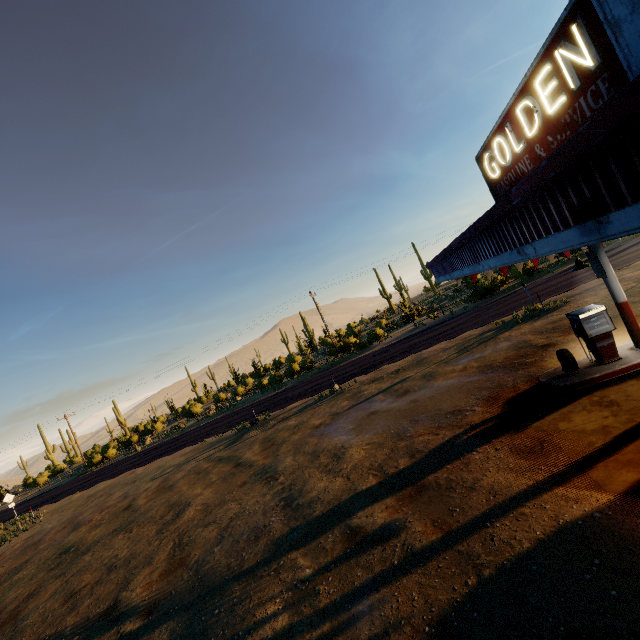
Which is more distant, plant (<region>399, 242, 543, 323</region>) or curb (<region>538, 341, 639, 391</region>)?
plant (<region>399, 242, 543, 323</region>)

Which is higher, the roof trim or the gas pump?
the roof trim

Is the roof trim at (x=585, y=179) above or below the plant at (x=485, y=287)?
above

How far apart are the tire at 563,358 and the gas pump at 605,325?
0.31m

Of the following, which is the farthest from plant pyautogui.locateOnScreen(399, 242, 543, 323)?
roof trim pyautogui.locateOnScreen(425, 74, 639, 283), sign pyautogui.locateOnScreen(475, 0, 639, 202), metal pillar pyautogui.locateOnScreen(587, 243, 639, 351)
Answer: sign pyautogui.locateOnScreen(475, 0, 639, 202)

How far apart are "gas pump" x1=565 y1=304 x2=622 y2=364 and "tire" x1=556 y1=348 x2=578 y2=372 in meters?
0.3 m

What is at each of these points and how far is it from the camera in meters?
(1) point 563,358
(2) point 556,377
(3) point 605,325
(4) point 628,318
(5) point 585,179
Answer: (1) tire, 9.4 m
(2) curb, 9.2 m
(3) gas pump, 8.5 m
(4) metal pillar, 8.6 m
(5) roof trim, 2.4 m

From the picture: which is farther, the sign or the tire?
the tire
